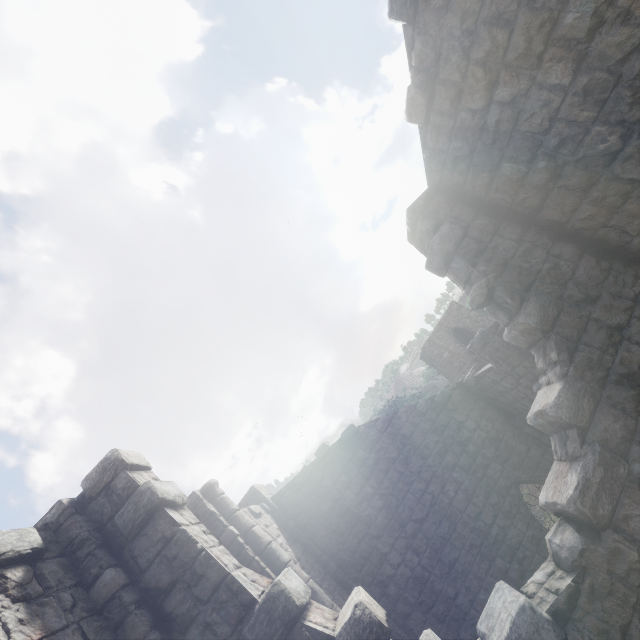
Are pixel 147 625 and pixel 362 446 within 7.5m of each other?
no

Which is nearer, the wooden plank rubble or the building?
the building

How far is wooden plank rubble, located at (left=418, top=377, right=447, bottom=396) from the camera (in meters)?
57.00

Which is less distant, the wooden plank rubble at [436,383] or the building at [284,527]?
the building at [284,527]

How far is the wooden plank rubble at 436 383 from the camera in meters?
57.0 m
